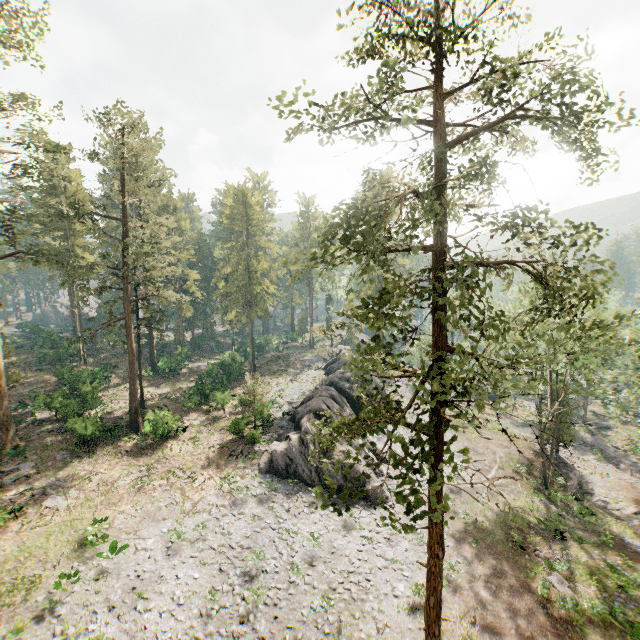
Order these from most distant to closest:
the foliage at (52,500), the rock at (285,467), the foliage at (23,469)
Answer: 1. the rock at (285,467)
2. the foliage at (23,469)
3. the foliage at (52,500)

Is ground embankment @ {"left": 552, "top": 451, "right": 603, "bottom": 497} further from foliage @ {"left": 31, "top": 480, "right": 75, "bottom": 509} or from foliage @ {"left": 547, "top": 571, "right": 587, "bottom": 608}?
foliage @ {"left": 31, "top": 480, "right": 75, "bottom": 509}

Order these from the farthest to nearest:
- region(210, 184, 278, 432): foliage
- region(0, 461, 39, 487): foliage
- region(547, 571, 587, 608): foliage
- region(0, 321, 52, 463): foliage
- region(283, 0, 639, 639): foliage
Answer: region(210, 184, 278, 432): foliage
region(0, 321, 52, 463): foliage
region(0, 461, 39, 487): foliage
region(547, 571, 587, 608): foliage
region(283, 0, 639, 639): foliage

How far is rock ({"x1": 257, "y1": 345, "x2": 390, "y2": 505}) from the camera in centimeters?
2592cm

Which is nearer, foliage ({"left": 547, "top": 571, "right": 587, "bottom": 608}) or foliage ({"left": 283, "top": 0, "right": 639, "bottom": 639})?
foliage ({"left": 283, "top": 0, "right": 639, "bottom": 639})

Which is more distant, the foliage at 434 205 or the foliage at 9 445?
the foliage at 9 445

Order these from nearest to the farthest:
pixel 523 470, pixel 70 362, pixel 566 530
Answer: pixel 566 530 → pixel 523 470 → pixel 70 362

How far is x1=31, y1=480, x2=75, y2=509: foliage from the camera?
21.91m
